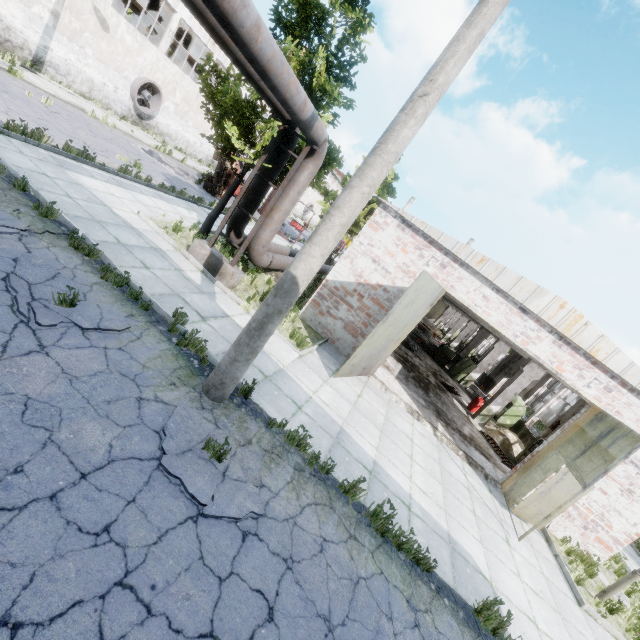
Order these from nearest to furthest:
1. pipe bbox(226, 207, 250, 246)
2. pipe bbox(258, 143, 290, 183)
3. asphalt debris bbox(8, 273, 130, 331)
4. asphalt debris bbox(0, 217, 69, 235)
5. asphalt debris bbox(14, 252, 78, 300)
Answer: asphalt debris bbox(8, 273, 130, 331)
asphalt debris bbox(14, 252, 78, 300)
asphalt debris bbox(0, 217, 69, 235)
pipe bbox(258, 143, 290, 183)
pipe bbox(226, 207, 250, 246)

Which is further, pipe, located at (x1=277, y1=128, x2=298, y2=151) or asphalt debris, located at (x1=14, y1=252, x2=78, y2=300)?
pipe, located at (x1=277, y1=128, x2=298, y2=151)

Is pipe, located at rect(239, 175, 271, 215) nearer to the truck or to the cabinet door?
the truck

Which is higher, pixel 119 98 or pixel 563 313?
pixel 563 313

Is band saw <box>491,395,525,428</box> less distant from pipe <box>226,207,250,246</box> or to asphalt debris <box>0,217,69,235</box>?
pipe <box>226,207,250,246</box>

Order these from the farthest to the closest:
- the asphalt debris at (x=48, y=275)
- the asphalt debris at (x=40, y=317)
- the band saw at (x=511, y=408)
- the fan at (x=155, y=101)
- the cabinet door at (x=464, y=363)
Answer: the fan at (x=155, y=101), the cabinet door at (x=464, y=363), the band saw at (x=511, y=408), the asphalt debris at (x=48, y=275), the asphalt debris at (x=40, y=317)

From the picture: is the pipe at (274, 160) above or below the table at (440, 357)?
Answer: above

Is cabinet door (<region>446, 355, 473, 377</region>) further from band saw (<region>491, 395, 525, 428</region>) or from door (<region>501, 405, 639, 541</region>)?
door (<region>501, 405, 639, 541</region>)
